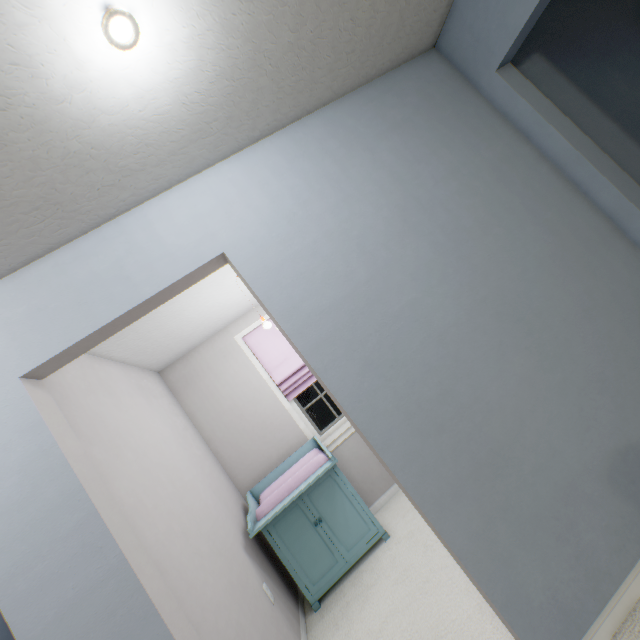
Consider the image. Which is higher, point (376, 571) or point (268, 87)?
point (268, 87)

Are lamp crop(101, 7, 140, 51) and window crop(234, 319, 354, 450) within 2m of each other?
no

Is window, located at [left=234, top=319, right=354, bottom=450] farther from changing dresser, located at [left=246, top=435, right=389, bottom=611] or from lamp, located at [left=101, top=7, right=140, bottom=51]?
lamp, located at [left=101, top=7, right=140, bottom=51]

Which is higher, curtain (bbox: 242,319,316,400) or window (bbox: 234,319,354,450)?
curtain (bbox: 242,319,316,400)

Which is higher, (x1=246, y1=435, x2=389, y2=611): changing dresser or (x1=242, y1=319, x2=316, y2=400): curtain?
(x1=242, y1=319, x2=316, y2=400): curtain

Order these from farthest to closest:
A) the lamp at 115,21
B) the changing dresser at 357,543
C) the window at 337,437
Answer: the window at 337,437
the changing dresser at 357,543
the lamp at 115,21

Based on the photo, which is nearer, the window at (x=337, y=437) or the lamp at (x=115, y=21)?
the lamp at (x=115, y=21)

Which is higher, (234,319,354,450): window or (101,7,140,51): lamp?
(101,7,140,51): lamp
